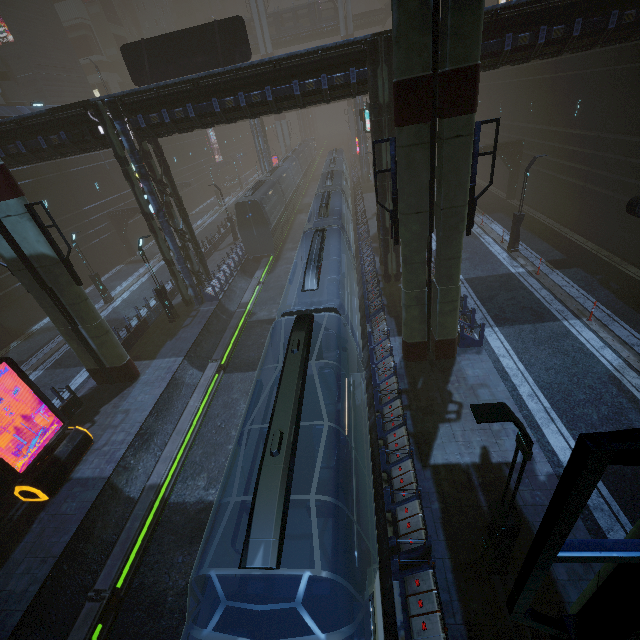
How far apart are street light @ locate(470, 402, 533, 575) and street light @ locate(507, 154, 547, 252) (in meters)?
18.20

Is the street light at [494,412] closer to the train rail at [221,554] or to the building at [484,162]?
the building at [484,162]

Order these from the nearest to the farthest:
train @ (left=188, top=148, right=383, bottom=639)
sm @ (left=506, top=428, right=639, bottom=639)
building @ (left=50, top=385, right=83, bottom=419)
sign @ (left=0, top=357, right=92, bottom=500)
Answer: sm @ (left=506, top=428, right=639, bottom=639), train @ (left=188, top=148, right=383, bottom=639), sign @ (left=0, top=357, right=92, bottom=500), building @ (left=50, top=385, right=83, bottom=419)

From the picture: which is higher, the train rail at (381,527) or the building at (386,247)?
the building at (386,247)

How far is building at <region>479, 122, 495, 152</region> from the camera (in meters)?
27.22

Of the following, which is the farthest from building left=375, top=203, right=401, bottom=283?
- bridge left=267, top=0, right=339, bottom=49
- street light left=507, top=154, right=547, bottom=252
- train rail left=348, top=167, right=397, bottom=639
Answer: bridge left=267, top=0, right=339, bottom=49

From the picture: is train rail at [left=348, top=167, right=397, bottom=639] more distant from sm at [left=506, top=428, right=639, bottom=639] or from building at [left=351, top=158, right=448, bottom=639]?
sm at [left=506, top=428, right=639, bottom=639]

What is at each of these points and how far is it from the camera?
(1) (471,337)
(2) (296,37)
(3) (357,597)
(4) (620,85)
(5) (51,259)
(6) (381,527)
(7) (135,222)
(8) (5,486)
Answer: (1) building, 14.1 meters
(2) bridge, 55.5 meters
(3) train, 4.7 meters
(4) building, 17.2 meters
(5) sm, 12.7 meters
(6) train rail, 9.3 meters
(7) building, 36.2 meters
(8) building, 12.1 meters
